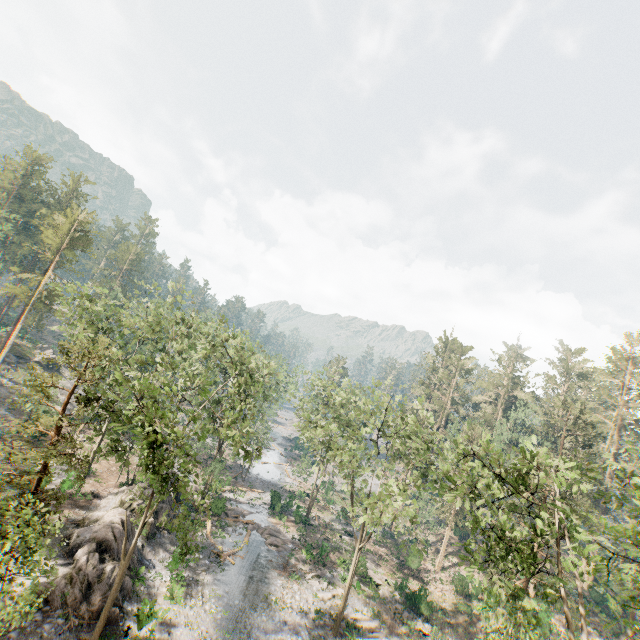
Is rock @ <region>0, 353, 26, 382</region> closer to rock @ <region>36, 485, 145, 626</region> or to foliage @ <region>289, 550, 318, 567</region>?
foliage @ <region>289, 550, 318, 567</region>

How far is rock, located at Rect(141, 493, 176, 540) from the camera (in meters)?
26.72

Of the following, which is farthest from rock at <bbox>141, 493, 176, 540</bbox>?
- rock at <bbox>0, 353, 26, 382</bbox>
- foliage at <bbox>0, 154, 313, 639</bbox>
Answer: rock at <bbox>0, 353, 26, 382</bbox>

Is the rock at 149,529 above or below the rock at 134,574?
above

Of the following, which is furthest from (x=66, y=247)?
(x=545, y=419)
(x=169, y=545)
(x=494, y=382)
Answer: (x=494, y=382)

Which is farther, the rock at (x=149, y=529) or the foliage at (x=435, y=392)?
the rock at (x=149, y=529)

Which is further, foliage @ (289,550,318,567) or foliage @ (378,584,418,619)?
foliage @ (289,550,318,567)
